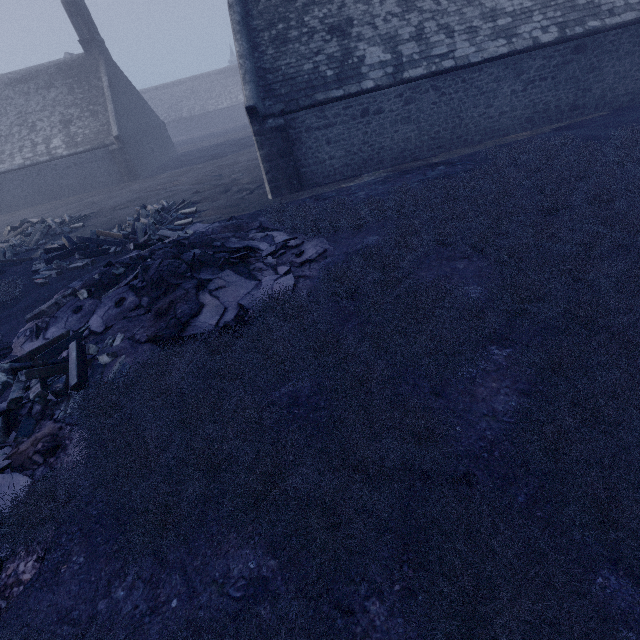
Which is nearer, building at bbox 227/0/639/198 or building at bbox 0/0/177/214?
building at bbox 227/0/639/198

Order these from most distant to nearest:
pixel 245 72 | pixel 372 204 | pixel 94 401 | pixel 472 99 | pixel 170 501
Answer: pixel 472 99, pixel 245 72, pixel 372 204, pixel 94 401, pixel 170 501

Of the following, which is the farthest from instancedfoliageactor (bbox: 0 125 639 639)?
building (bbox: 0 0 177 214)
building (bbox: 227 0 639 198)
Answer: building (bbox: 0 0 177 214)

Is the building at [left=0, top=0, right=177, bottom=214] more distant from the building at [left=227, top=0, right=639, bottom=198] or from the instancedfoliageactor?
the instancedfoliageactor

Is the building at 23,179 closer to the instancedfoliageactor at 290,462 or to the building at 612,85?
the building at 612,85
